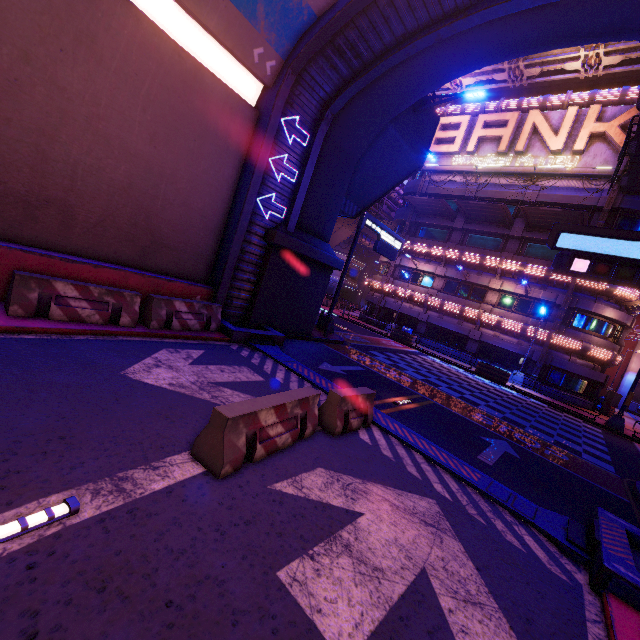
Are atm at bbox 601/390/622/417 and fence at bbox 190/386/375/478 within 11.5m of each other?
no

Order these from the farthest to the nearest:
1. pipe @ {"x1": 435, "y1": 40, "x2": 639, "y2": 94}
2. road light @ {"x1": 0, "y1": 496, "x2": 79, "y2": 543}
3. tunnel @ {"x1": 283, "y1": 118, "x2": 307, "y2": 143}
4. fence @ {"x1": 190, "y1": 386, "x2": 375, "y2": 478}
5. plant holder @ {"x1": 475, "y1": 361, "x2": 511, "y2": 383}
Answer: plant holder @ {"x1": 475, "y1": 361, "x2": 511, "y2": 383} → pipe @ {"x1": 435, "y1": 40, "x2": 639, "y2": 94} → tunnel @ {"x1": 283, "y1": 118, "x2": 307, "y2": 143} → fence @ {"x1": 190, "y1": 386, "x2": 375, "y2": 478} → road light @ {"x1": 0, "y1": 496, "x2": 79, "y2": 543}

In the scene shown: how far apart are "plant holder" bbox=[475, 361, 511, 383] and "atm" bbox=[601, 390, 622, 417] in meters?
8.3 m

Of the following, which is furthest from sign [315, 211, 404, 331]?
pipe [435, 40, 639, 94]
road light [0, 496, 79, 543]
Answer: pipe [435, 40, 639, 94]

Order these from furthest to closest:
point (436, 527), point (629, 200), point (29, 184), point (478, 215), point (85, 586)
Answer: point (478, 215) → point (629, 200) → point (29, 184) → point (436, 527) → point (85, 586)

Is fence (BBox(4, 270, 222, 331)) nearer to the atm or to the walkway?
the atm

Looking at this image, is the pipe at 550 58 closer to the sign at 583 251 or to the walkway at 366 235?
the walkway at 366 235

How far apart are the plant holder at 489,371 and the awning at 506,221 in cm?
1181
